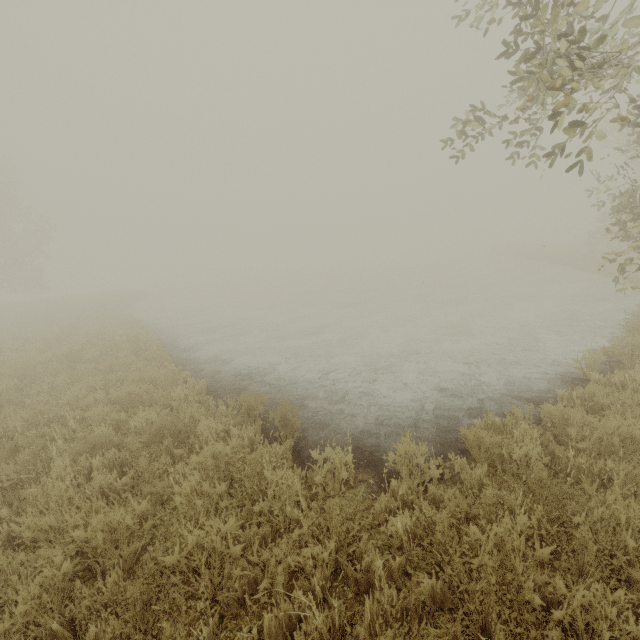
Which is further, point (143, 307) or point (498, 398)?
point (143, 307)
